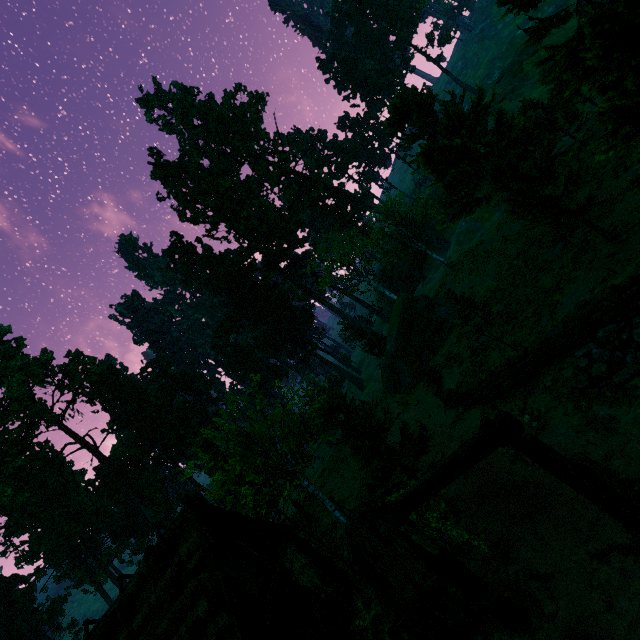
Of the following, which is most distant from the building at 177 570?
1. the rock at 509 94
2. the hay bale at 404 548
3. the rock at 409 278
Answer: the rock at 509 94

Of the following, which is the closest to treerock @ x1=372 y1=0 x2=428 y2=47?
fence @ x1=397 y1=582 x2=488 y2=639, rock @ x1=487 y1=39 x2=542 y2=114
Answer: fence @ x1=397 y1=582 x2=488 y2=639

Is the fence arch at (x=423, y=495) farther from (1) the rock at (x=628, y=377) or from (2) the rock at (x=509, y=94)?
(2) the rock at (x=509, y=94)

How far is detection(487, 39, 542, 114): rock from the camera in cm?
4968

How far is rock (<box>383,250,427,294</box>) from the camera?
55.5 meters

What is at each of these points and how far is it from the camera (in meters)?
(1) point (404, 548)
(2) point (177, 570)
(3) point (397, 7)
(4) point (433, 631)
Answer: (1) hay bale, 10.05
(2) building, 10.26
(3) treerock, 58.84
(4) fence, 7.80

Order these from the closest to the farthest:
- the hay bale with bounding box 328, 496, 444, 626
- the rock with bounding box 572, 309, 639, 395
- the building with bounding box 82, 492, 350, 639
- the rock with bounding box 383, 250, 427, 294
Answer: the rock with bounding box 572, 309, 639, 395 → the building with bounding box 82, 492, 350, 639 → the hay bale with bounding box 328, 496, 444, 626 → the rock with bounding box 383, 250, 427, 294

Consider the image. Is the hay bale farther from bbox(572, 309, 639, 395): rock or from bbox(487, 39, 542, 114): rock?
bbox(487, 39, 542, 114): rock
